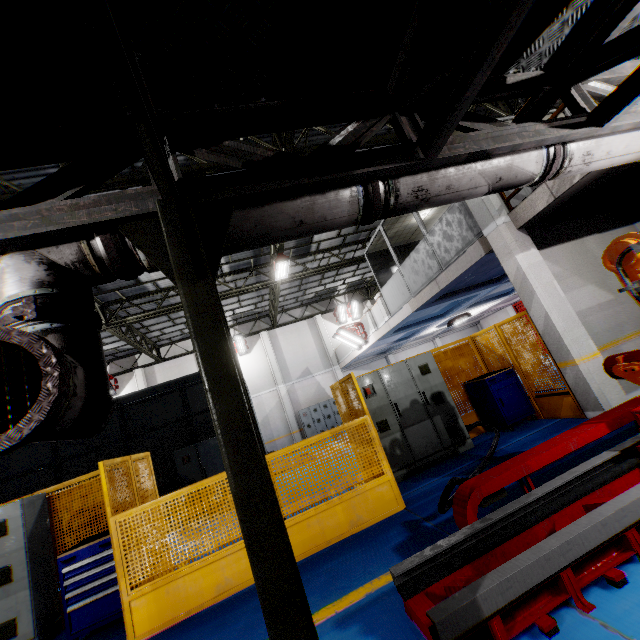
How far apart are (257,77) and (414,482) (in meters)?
6.46

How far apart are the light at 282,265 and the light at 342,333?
3.63m

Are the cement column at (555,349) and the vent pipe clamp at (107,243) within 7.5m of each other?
yes

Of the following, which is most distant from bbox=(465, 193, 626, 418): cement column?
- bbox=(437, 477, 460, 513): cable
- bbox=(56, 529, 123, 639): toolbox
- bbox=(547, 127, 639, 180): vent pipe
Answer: bbox=(56, 529, 123, 639): toolbox

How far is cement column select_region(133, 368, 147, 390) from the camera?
19.7 meters

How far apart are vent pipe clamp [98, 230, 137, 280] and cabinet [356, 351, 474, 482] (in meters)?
5.06

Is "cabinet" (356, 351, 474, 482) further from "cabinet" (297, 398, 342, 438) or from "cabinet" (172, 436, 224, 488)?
"cabinet" (297, 398, 342, 438)

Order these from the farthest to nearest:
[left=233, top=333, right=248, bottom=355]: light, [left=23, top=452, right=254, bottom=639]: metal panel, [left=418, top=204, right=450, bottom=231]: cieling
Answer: [left=233, top=333, right=248, bottom=355]: light < [left=418, top=204, right=450, bottom=231]: cieling < [left=23, top=452, right=254, bottom=639]: metal panel
